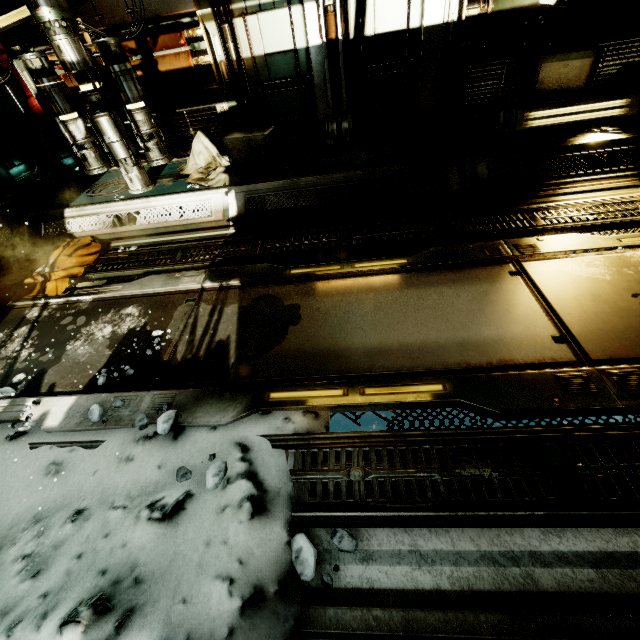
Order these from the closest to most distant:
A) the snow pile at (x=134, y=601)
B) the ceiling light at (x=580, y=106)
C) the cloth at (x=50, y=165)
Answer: the snow pile at (x=134, y=601) < the ceiling light at (x=580, y=106) < the cloth at (x=50, y=165)

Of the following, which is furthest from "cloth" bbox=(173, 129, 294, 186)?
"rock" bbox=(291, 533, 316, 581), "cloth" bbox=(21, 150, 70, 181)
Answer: "rock" bbox=(291, 533, 316, 581)

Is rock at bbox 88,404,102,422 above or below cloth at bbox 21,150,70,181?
below

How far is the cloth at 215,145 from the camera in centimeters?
527cm

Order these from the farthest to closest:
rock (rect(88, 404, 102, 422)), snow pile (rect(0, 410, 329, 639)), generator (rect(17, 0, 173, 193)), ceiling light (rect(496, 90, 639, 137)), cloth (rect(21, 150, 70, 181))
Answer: cloth (rect(21, 150, 70, 181)) < ceiling light (rect(496, 90, 639, 137)) < generator (rect(17, 0, 173, 193)) < rock (rect(88, 404, 102, 422)) < snow pile (rect(0, 410, 329, 639))

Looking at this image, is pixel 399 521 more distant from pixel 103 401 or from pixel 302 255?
pixel 302 255

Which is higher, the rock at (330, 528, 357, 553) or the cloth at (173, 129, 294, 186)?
the cloth at (173, 129, 294, 186)

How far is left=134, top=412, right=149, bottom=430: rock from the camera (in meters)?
2.52
